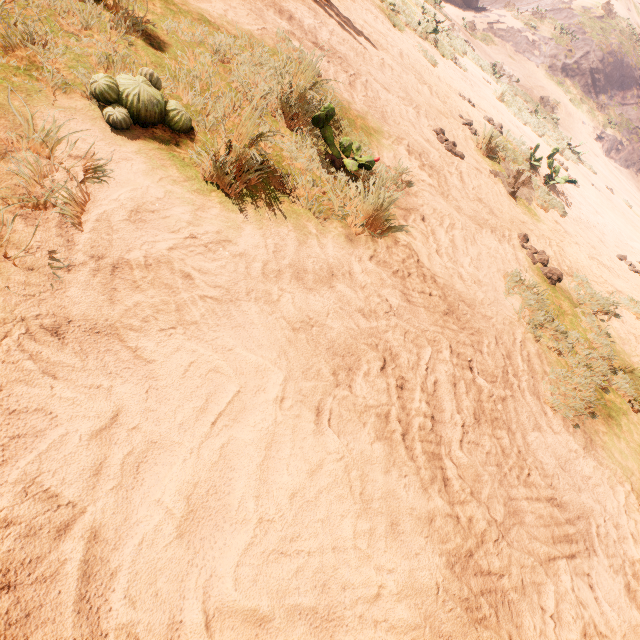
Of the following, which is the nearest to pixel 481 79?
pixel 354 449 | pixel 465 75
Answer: pixel 465 75
